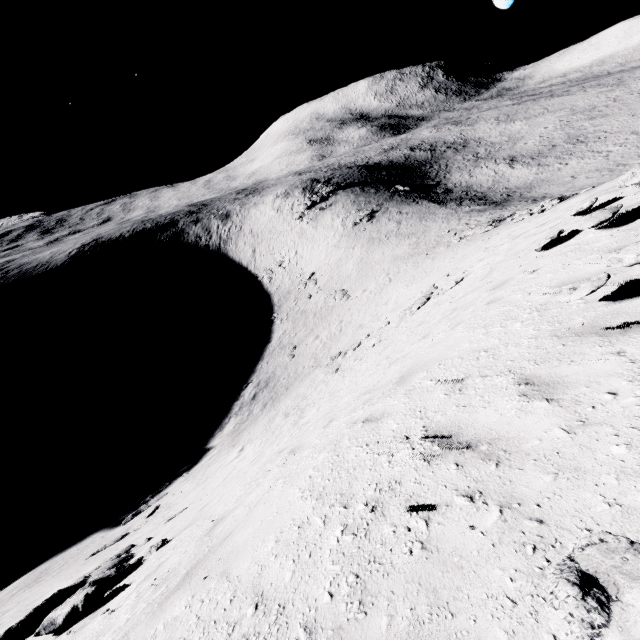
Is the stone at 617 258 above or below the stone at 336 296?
above

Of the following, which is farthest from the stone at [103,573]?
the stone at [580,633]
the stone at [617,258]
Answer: the stone at [617,258]

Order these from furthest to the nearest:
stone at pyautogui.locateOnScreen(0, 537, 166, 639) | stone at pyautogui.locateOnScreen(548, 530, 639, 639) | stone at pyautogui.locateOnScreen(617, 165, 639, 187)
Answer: stone at pyautogui.locateOnScreen(617, 165, 639, 187), stone at pyautogui.locateOnScreen(0, 537, 166, 639), stone at pyautogui.locateOnScreen(548, 530, 639, 639)

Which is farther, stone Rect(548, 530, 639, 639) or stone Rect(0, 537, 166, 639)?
stone Rect(0, 537, 166, 639)

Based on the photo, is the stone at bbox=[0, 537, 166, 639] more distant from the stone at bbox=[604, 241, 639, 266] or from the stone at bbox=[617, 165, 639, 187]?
the stone at bbox=[617, 165, 639, 187]

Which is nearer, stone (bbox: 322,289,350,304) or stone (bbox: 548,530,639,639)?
stone (bbox: 548,530,639,639)

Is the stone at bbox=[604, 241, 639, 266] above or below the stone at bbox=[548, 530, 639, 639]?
below

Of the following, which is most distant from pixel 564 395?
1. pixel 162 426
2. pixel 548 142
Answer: pixel 548 142
